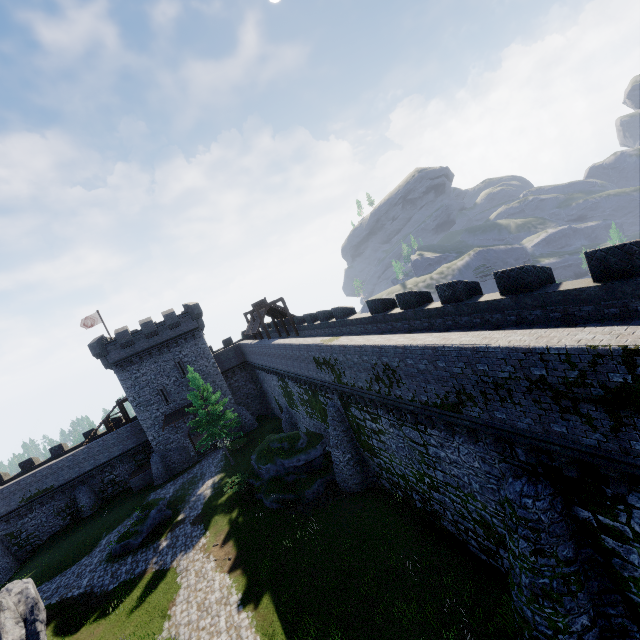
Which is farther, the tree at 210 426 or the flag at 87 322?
the flag at 87 322

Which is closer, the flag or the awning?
the awning

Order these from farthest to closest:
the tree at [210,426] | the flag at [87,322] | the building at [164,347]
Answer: the flag at [87,322], the building at [164,347], the tree at [210,426]

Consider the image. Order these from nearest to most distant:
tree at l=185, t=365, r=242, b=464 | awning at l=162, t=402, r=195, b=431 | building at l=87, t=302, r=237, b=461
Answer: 1. tree at l=185, t=365, r=242, b=464
2. building at l=87, t=302, r=237, b=461
3. awning at l=162, t=402, r=195, b=431

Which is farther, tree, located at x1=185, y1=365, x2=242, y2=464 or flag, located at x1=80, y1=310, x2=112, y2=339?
flag, located at x1=80, y1=310, x2=112, y2=339

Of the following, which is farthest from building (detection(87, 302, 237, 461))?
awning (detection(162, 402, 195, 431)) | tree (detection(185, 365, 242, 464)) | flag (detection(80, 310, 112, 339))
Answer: tree (detection(185, 365, 242, 464))

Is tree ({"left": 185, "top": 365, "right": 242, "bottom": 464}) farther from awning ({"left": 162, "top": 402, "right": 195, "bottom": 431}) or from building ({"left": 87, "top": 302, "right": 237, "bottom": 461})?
building ({"left": 87, "top": 302, "right": 237, "bottom": 461})

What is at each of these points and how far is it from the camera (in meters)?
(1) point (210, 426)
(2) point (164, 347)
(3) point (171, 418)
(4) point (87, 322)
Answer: (1) tree, 29.59
(2) building, 36.94
(3) awning, 36.44
(4) flag, 39.41
